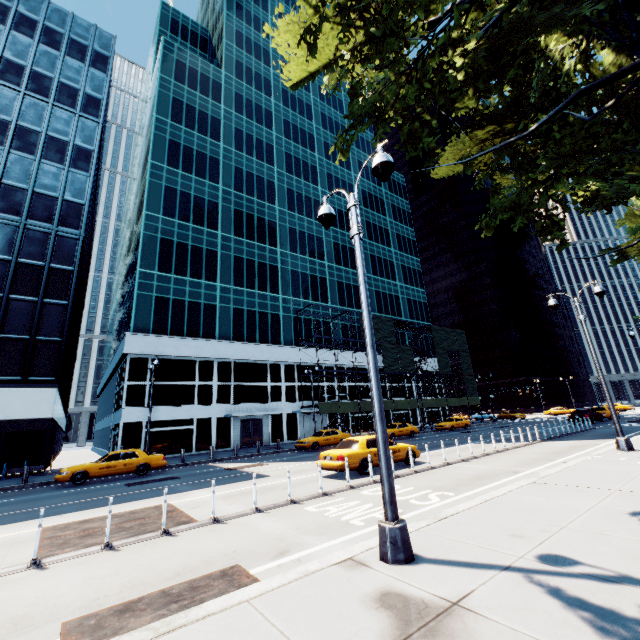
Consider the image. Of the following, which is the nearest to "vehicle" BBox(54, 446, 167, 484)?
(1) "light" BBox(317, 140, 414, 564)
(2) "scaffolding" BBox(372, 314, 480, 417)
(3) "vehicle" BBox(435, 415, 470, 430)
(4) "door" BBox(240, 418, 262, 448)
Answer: (4) "door" BBox(240, 418, 262, 448)

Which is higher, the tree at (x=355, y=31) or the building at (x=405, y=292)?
the building at (x=405, y=292)

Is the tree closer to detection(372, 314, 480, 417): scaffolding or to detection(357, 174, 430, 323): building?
detection(372, 314, 480, 417): scaffolding

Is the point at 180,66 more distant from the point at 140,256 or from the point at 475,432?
the point at 475,432

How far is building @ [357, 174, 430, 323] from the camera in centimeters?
5288cm

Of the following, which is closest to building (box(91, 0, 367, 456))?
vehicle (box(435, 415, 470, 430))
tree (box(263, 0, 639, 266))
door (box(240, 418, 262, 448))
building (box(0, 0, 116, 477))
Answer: door (box(240, 418, 262, 448))

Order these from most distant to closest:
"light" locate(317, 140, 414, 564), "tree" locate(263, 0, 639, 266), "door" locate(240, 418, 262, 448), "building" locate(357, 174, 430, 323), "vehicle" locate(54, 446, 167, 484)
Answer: "building" locate(357, 174, 430, 323) < "door" locate(240, 418, 262, 448) < "vehicle" locate(54, 446, 167, 484) < "tree" locate(263, 0, 639, 266) < "light" locate(317, 140, 414, 564)

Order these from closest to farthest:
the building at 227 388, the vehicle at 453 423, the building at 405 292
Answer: the building at 227 388
the vehicle at 453 423
the building at 405 292
